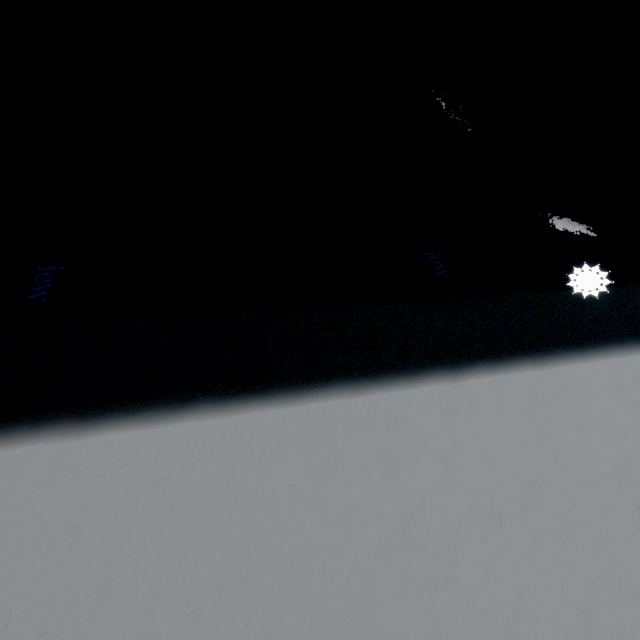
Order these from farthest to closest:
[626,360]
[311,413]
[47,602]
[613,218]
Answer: [613,218] → [626,360] → [311,413] → [47,602]
